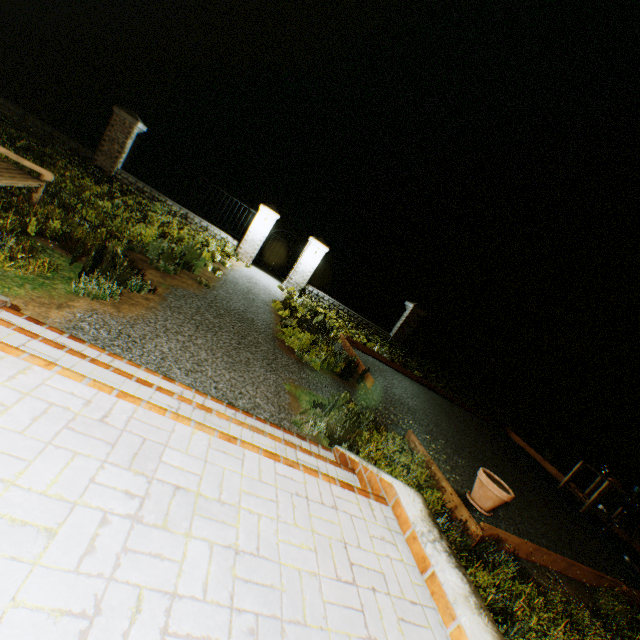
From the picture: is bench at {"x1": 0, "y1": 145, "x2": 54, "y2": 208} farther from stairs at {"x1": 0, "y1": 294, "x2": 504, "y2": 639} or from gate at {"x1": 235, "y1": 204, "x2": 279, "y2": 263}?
gate at {"x1": 235, "y1": 204, "x2": 279, "y2": 263}

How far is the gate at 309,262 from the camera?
13.3m

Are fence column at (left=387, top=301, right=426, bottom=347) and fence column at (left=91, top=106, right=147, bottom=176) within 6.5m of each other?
no

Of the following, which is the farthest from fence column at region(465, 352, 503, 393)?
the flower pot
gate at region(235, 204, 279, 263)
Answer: the flower pot

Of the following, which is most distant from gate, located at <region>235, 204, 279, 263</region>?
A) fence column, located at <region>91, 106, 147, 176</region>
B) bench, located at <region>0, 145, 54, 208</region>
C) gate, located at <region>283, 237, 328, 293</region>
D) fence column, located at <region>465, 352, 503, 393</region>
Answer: fence column, located at <region>465, 352, 503, 393</region>

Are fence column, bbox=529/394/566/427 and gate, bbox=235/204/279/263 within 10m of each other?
no

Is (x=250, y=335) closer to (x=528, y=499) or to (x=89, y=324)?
(x=89, y=324)

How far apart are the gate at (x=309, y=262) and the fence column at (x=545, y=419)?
16.0 meters
